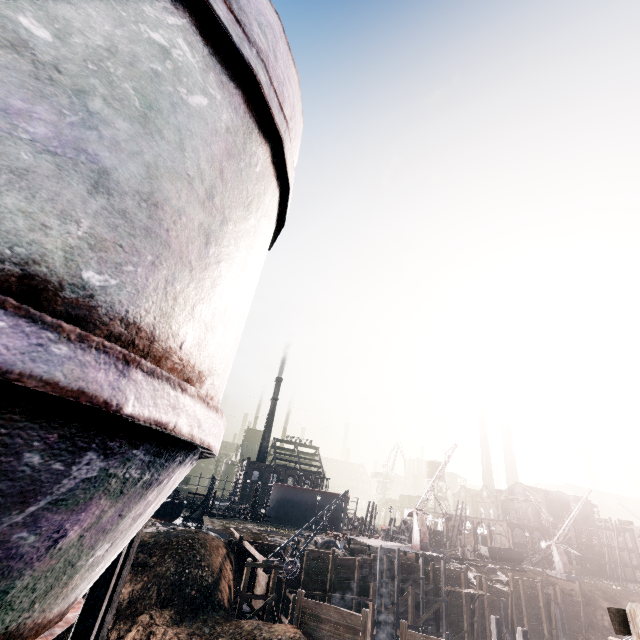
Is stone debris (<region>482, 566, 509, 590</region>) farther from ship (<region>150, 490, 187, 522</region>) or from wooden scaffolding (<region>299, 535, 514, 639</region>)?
ship (<region>150, 490, 187, 522</region>)

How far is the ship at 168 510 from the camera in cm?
4859

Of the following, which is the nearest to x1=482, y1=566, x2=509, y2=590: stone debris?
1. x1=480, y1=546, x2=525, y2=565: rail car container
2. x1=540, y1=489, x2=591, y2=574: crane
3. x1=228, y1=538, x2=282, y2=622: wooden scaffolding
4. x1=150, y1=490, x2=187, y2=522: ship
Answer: x1=540, y1=489, x2=591, y2=574: crane

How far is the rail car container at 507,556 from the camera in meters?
50.8 m

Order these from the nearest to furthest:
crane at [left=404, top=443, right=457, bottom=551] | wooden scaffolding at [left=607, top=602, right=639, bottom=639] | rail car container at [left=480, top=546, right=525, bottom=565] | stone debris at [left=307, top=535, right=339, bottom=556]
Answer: wooden scaffolding at [left=607, top=602, right=639, bottom=639]
stone debris at [left=307, top=535, right=339, bottom=556]
crane at [left=404, top=443, right=457, bottom=551]
rail car container at [left=480, top=546, right=525, bottom=565]

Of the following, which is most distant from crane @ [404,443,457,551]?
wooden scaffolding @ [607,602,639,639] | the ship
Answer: wooden scaffolding @ [607,602,639,639]

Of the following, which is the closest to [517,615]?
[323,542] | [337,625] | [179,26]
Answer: [323,542]

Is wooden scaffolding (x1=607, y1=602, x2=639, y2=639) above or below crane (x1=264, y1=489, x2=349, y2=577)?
above
